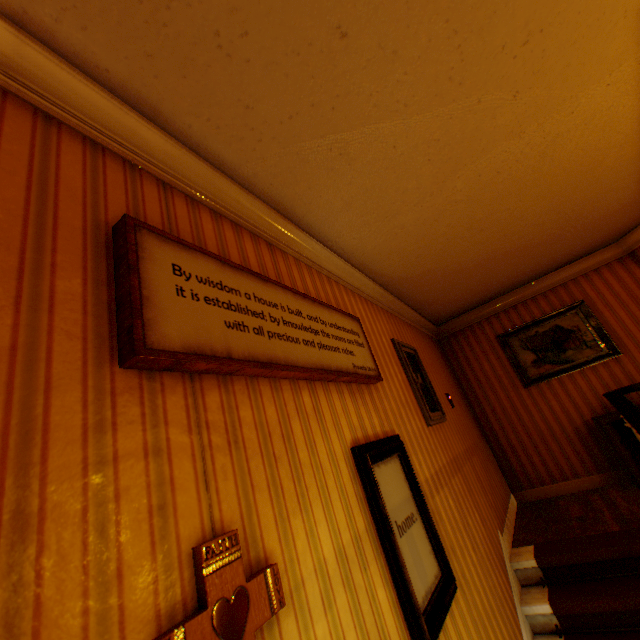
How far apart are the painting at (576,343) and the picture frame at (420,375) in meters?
2.4

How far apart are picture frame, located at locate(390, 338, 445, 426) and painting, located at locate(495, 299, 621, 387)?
2.4 meters

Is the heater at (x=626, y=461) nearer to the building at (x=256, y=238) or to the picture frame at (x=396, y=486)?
the building at (x=256, y=238)

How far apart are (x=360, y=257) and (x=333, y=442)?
2.02m

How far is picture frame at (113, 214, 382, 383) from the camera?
1.09m

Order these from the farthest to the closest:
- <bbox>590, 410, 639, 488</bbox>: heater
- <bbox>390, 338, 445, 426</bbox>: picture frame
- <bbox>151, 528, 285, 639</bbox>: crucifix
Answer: <bbox>590, 410, 639, 488</bbox>: heater
<bbox>390, 338, 445, 426</bbox>: picture frame
<bbox>151, 528, 285, 639</bbox>: crucifix

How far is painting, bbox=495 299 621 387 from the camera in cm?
503

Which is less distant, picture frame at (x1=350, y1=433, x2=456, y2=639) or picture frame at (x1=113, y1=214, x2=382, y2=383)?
picture frame at (x1=113, y1=214, x2=382, y2=383)
